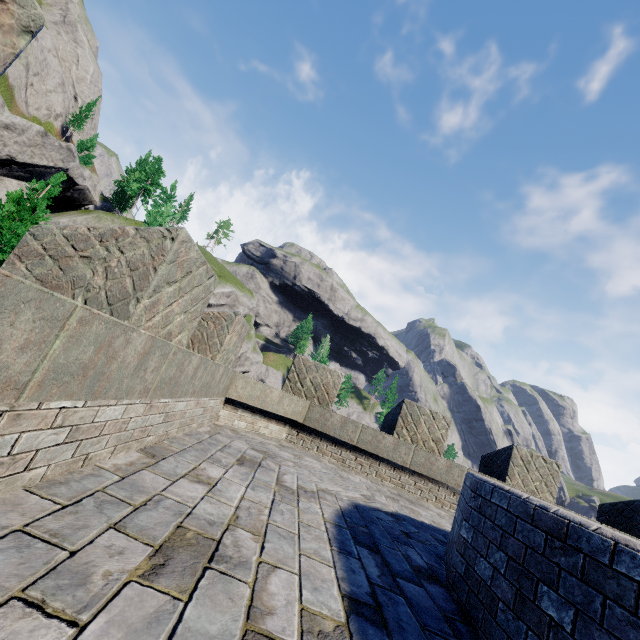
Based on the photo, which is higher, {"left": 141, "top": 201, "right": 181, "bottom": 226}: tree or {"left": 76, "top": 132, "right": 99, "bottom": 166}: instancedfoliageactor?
{"left": 76, "top": 132, "right": 99, "bottom": 166}: instancedfoliageactor

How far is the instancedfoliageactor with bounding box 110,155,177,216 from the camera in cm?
4753

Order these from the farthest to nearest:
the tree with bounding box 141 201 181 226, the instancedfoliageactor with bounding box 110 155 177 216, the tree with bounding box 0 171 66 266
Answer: the instancedfoliageactor with bounding box 110 155 177 216, the tree with bounding box 0 171 66 266, the tree with bounding box 141 201 181 226

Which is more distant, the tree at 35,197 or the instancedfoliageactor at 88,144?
the instancedfoliageactor at 88,144

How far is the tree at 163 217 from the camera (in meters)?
7.72

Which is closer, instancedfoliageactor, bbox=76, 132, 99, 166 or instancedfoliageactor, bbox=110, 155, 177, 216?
instancedfoliageactor, bbox=76, 132, 99, 166

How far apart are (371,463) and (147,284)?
6.6m
